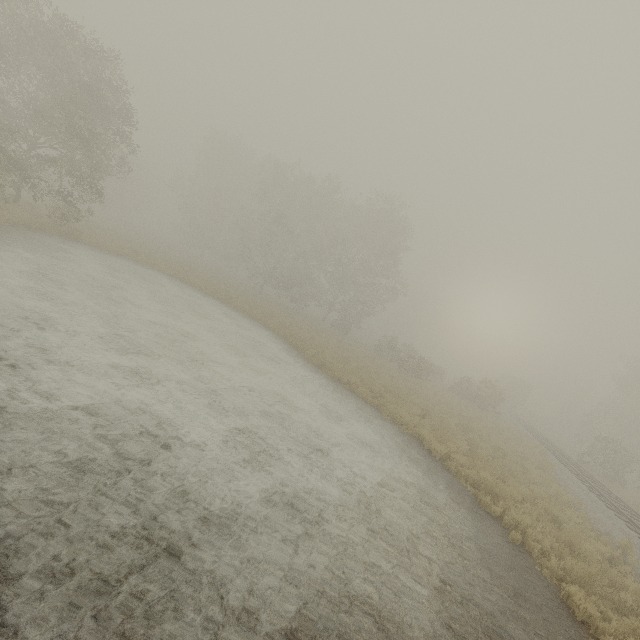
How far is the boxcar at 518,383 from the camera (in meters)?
49.19

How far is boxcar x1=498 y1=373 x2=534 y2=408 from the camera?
49.19m

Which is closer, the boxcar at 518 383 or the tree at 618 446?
the tree at 618 446

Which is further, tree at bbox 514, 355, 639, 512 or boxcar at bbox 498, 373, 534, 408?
boxcar at bbox 498, 373, 534, 408

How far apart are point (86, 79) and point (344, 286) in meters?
27.3
